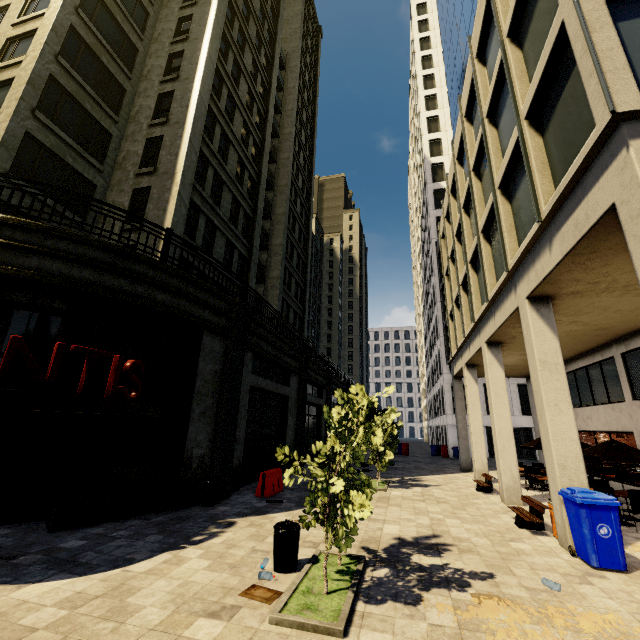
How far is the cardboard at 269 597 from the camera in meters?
4.7

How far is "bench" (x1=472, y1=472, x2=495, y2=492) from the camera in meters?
13.3

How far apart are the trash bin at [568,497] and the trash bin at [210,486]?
9.1m

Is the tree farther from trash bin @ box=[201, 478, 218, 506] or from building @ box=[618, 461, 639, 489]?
trash bin @ box=[201, 478, 218, 506]

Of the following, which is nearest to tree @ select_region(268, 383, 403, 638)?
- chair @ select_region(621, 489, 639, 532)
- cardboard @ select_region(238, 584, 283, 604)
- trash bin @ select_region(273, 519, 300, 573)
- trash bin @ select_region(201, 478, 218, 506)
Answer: trash bin @ select_region(273, 519, 300, 573)

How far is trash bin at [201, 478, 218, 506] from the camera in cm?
975

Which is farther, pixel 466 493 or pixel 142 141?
pixel 142 141

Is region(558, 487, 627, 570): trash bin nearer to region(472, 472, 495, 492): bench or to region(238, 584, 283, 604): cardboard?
region(238, 584, 283, 604): cardboard
